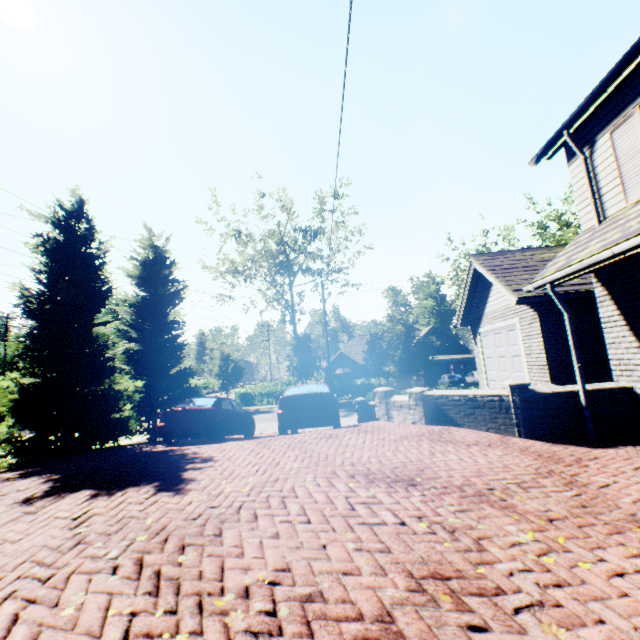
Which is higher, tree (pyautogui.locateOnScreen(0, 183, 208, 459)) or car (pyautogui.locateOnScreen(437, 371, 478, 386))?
tree (pyautogui.locateOnScreen(0, 183, 208, 459))

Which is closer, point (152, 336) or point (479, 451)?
point (479, 451)

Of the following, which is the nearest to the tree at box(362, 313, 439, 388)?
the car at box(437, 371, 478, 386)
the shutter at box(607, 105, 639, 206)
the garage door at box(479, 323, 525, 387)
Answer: the garage door at box(479, 323, 525, 387)

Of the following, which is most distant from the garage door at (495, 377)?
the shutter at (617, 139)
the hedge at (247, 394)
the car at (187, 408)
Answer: the hedge at (247, 394)

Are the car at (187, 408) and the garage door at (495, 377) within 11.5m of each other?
A: yes

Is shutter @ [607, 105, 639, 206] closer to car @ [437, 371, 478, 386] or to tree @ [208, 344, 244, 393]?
tree @ [208, 344, 244, 393]

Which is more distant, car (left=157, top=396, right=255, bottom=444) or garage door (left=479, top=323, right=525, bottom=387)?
garage door (left=479, top=323, right=525, bottom=387)

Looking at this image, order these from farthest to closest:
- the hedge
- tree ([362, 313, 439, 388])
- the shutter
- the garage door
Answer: the hedge, tree ([362, 313, 439, 388]), the garage door, the shutter
